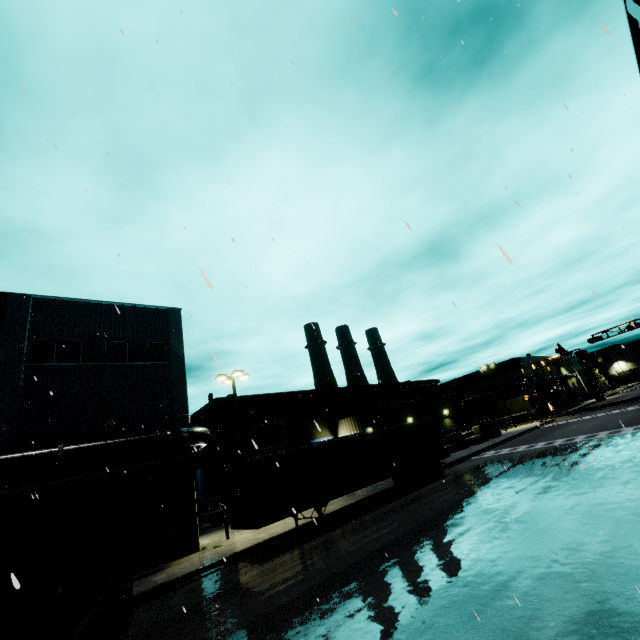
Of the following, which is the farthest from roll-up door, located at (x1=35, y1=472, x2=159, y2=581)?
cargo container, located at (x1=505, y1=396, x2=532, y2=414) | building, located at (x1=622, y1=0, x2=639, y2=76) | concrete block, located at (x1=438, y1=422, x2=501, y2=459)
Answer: cargo container, located at (x1=505, y1=396, x2=532, y2=414)

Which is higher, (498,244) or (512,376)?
(512,376)

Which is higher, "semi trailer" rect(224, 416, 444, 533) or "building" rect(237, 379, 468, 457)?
"building" rect(237, 379, 468, 457)

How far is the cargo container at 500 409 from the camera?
55.40m

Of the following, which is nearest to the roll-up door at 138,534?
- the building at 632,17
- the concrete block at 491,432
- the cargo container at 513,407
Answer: the building at 632,17

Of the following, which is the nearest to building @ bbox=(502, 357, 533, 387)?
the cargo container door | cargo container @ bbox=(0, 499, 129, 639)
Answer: cargo container @ bbox=(0, 499, 129, 639)

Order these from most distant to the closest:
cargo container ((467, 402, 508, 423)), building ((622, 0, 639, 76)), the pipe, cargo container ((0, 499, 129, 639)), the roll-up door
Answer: cargo container ((467, 402, 508, 423)) → the roll-up door → the pipe → building ((622, 0, 639, 76)) → cargo container ((0, 499, 129, 639))

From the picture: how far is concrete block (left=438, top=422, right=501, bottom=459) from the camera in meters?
34.2
